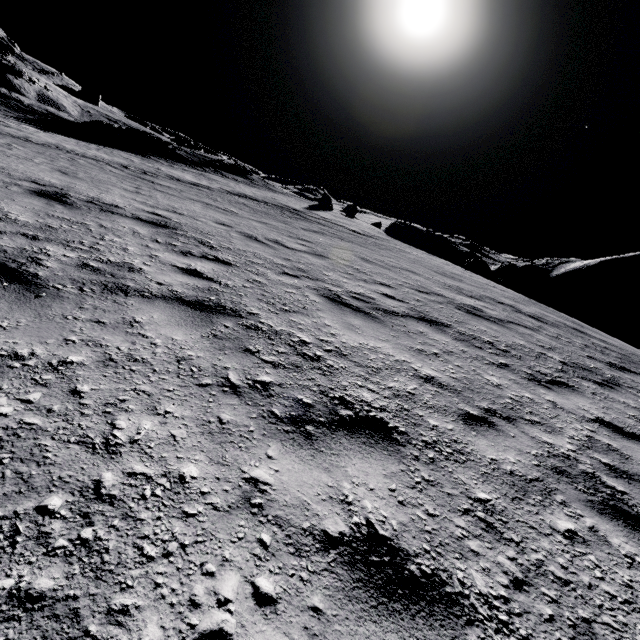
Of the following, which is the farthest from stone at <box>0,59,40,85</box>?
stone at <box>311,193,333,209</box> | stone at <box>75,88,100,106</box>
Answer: stone at <box>311,193,333,209</box>

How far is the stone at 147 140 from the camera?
29.2 meters

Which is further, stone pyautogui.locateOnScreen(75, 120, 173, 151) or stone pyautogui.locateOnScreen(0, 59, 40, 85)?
stone pyautogui.locateOnScreen(0, 59, 40, 85)

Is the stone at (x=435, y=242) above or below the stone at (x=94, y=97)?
below

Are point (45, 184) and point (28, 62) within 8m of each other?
no

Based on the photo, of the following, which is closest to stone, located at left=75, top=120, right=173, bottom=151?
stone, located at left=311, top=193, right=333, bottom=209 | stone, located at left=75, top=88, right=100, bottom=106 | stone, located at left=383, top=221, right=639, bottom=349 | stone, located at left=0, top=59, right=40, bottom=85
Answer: stone, located at left=311, top=193, right=333, bottom=209

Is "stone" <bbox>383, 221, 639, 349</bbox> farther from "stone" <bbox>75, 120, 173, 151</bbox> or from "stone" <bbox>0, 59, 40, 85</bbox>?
"stone" <bbox>0, 59, 40, 85</bbox>

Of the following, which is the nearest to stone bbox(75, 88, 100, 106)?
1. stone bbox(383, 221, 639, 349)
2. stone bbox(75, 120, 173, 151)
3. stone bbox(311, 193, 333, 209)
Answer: stone bbox(75, 120, 173, 151)
